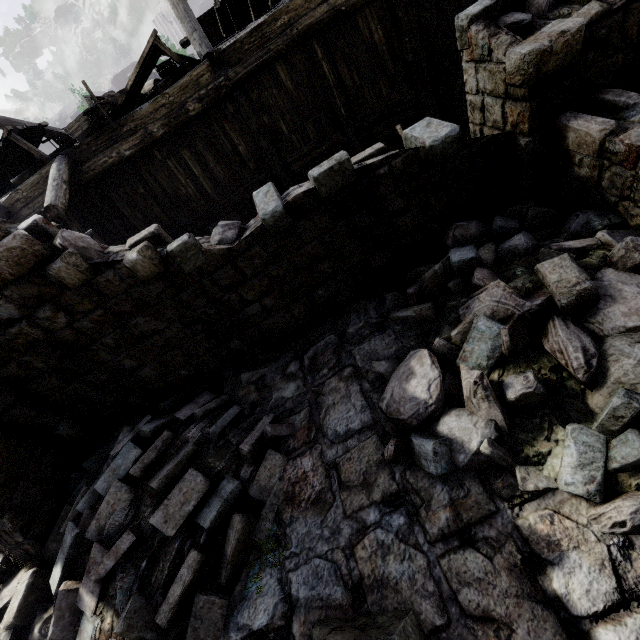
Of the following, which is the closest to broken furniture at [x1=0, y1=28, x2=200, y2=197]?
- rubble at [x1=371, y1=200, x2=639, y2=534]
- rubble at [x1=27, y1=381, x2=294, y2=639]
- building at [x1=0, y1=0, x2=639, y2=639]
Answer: building at [x1=0, y1=0, x2=639, y2=639]

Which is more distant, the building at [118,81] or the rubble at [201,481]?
the building at [118,81]

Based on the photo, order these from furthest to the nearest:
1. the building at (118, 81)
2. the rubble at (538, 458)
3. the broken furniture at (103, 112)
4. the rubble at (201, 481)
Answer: the building at (118, 81) → the broken furniture at (103, 112) → the rubble at (201, 481) → the rubble at (538, 458)

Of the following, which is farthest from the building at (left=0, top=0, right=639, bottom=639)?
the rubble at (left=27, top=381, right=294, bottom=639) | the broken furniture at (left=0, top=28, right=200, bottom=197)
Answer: the broken furniture at (left=0, top=28, right=200, bottom=197)

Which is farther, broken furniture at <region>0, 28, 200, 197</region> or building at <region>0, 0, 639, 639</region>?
broken furniture at <region>0, 28, 200, 197</region>

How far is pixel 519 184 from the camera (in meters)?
4.95

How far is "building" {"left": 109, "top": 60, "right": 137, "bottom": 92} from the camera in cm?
4753

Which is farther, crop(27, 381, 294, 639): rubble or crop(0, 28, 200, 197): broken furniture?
crop(0, 28, 200, 197): broken furniture
